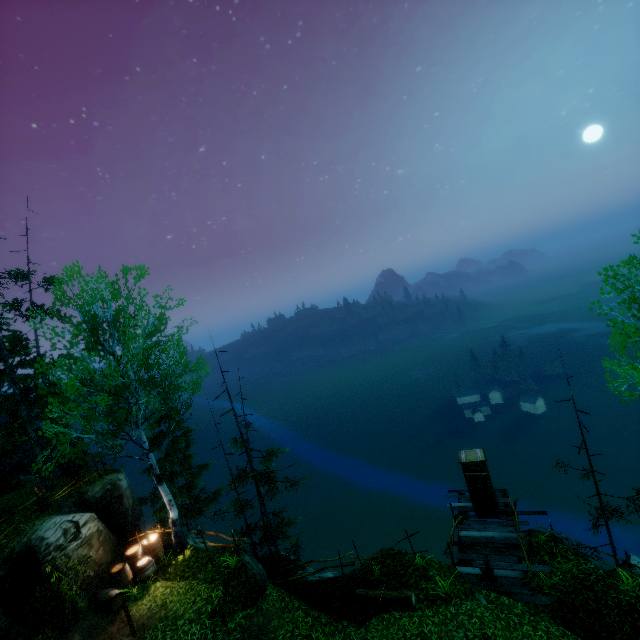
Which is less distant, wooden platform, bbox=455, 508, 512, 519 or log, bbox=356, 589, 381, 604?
log, bbox=356, 589, 381, 604

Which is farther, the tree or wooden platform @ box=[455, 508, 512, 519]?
wooden platform @ box=[455, 508, 512, 519]

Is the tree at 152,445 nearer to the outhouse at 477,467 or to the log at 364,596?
the log at 364,596

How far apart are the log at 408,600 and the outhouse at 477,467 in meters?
5.7 m

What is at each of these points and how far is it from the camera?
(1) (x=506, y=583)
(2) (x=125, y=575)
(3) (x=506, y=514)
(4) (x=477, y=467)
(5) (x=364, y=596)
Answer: (1) wooden platform, 11.8m
(2) barrel, 12.9m
(3) wooden platform, 14.7m
(4) outhouse, 14.9m
(5) log, 11.7m

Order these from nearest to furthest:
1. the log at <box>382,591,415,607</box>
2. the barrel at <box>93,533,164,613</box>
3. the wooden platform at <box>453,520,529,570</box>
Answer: the log at <box>382,591,415,607</box> < the barrel at <box>93,533,164,613</box> < the wooden platform at <box>453,520,529,570</box>

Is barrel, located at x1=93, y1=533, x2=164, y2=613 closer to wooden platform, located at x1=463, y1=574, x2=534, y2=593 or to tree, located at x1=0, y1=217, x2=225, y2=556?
tree, located at x1=0, y1=217, x2=225, y2=556

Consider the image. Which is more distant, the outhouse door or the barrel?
the outhouse door
